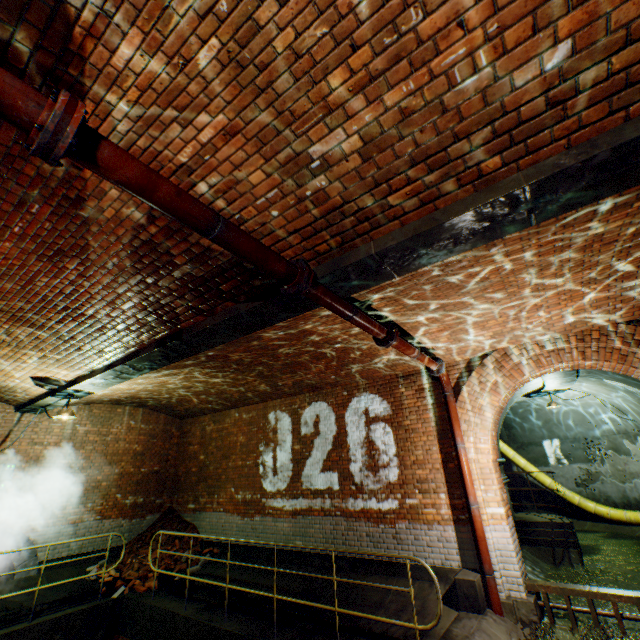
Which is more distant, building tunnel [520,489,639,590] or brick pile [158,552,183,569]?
brick pile [158,552,183,569]

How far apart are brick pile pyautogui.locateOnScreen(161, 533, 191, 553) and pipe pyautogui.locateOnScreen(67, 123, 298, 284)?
9.8 meters

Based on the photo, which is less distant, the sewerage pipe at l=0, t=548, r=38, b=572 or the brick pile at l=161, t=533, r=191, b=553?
the sewerage pipe at l=0, t=548, r=38, b=572

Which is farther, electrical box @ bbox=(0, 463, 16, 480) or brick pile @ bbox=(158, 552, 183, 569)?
brick pile @ bbox=(158, 552, 183, 569)

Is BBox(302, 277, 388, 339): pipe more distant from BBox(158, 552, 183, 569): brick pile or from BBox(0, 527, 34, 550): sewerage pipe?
BBox(0, 527, 34, 550): sewerage pipe

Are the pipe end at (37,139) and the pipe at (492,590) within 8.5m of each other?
yes

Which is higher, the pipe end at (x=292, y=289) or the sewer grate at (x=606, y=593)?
the pipe end at (x=292, y=289)

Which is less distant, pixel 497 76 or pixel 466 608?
pixel 497 76
